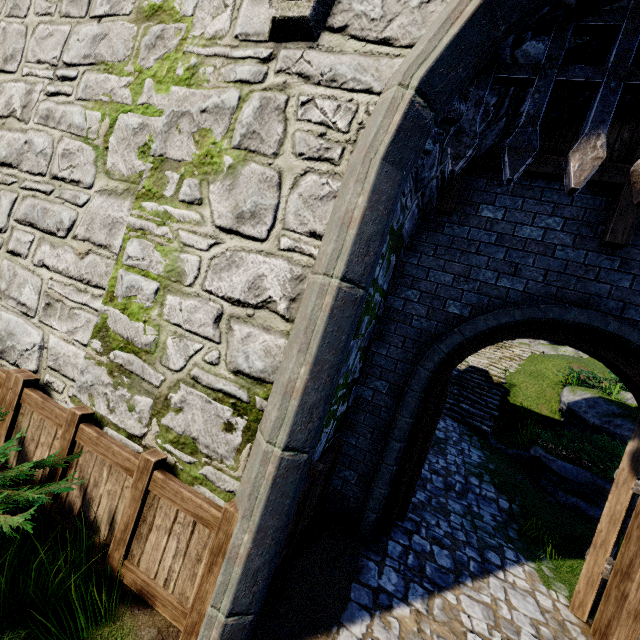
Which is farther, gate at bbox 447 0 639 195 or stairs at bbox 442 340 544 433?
stairs at bbox 442 340 544 433

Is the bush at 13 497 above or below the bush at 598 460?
below

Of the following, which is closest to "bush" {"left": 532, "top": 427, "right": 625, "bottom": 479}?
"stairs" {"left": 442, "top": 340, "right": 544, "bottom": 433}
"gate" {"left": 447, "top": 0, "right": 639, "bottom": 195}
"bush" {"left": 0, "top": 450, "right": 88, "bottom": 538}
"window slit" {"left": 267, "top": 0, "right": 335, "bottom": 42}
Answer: "stairs" {"left": 442, "top": 340, "right": 544, "bottom": 433}

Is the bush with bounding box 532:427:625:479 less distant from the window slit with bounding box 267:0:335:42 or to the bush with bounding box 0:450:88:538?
the window slit with bounding box 267:0:335:42

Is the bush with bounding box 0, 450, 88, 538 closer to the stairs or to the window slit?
the window slit

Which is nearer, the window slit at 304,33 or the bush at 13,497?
the bush at 13,497

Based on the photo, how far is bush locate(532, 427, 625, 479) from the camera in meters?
7.9 m

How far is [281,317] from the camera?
2.8 meters
